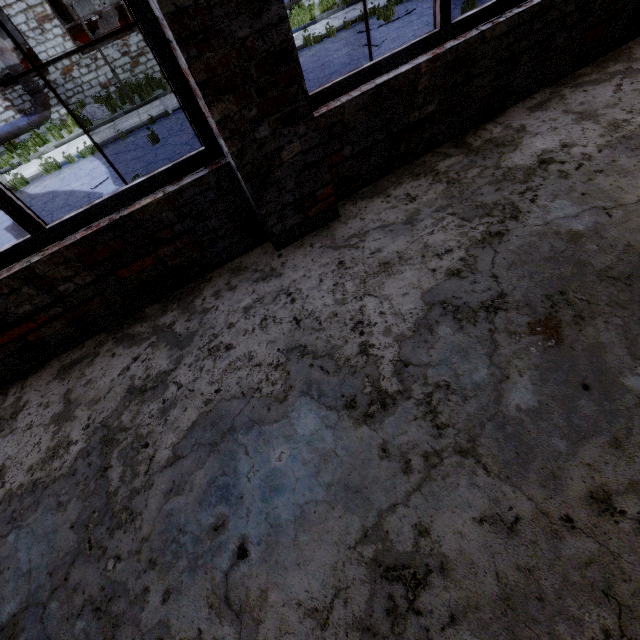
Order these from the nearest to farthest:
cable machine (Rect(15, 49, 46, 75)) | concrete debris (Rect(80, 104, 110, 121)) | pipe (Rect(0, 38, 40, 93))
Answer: pipe (Rect(0, 38, 40, 93)) < concrete debris (Rect(80, 104, 110, 121)) < cable machine (Rect(15, 49, 46, 75))

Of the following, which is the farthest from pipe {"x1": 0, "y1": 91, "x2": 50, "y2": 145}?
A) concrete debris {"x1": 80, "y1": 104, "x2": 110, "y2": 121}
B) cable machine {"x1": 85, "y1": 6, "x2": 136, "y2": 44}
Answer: cable machine {"x1": 85, "y1": 6, "x2": 136, "y2": 44}

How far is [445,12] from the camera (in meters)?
2.33

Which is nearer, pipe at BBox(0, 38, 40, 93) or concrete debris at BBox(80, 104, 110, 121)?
pipe at BBox(0, 38, 40, 93)

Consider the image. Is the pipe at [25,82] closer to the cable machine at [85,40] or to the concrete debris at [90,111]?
the concrete debris at [90,111]

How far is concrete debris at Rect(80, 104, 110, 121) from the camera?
14.1m

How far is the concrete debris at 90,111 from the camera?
14.12m

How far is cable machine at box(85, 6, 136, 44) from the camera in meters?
16.5
